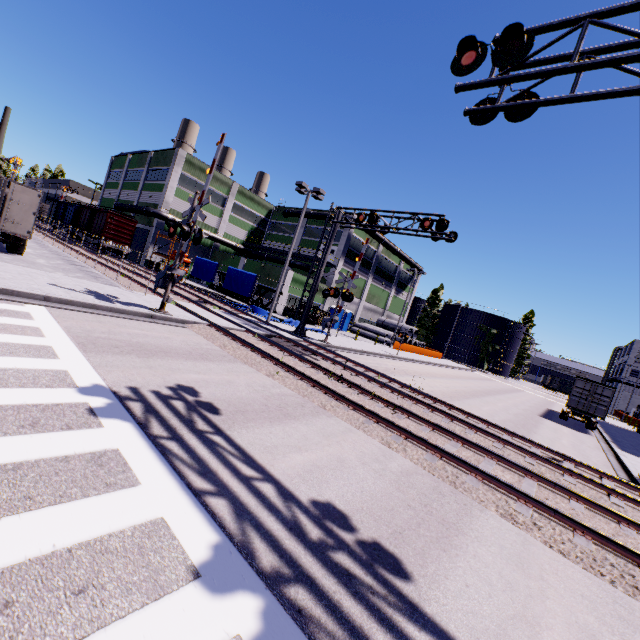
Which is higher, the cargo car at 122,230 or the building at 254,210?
the building at 254,210

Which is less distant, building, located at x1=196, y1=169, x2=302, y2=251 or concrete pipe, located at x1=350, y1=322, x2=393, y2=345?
building, located at x1=196, y1=169, x2=302, y2=251

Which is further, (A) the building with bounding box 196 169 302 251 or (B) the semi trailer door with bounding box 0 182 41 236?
(A) the building with bounding box 196 169 302 251

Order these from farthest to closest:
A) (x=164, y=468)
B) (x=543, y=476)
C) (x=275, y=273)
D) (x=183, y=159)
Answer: (x=183, y=159), (x=275, y=273), (x=543, y=476), (x=164, y=468)

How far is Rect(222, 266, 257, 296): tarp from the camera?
25.9 meters

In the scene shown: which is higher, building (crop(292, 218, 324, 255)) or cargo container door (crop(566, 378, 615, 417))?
building (crop(292, 218, 324, 255))

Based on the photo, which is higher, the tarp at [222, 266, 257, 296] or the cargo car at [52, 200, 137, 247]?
the cargo car at [52, 200, 137, 247]

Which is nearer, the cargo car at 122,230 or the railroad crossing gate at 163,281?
the railroad crossing gate at 163,281
